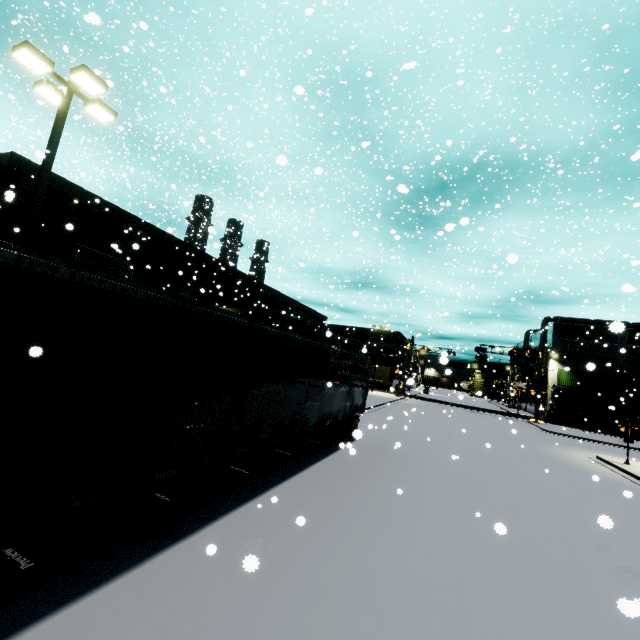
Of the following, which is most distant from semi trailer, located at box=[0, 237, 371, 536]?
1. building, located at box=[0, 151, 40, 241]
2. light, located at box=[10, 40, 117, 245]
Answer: light, located at box=[10, 40, 117, 245]

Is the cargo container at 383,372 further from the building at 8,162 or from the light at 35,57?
the light at 35,57

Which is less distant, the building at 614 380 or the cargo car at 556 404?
the cargo car at 556 404

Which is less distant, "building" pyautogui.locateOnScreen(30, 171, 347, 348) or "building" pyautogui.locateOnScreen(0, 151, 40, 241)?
"building" pyautogui.locateOnScreen(0, 151, 40, 241)

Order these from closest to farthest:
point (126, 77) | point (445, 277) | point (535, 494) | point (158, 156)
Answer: point (535, 494), point (126, 77), point (158, 156), point (445, 277)

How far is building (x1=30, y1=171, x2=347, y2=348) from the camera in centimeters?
1775cm
